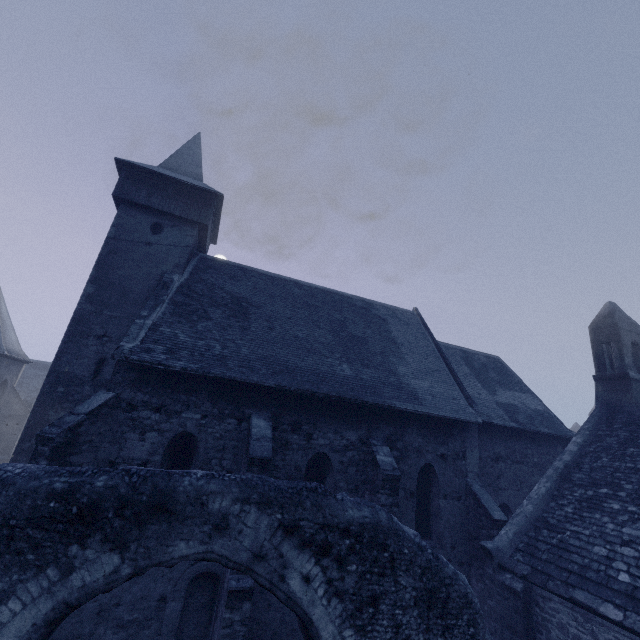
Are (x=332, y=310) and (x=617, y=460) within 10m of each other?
no

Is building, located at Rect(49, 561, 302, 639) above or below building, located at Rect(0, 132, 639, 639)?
below

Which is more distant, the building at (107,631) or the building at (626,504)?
the building at (626,504)

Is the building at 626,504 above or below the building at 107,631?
above

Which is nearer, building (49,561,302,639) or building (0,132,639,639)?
building (49,561,302,639)
